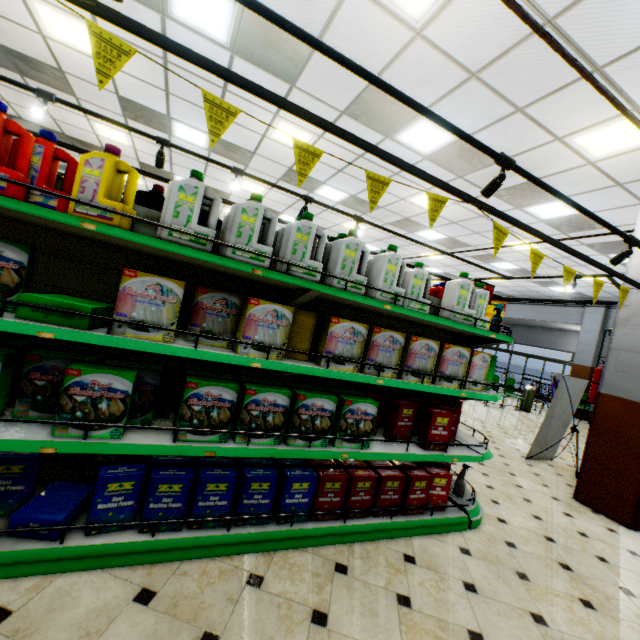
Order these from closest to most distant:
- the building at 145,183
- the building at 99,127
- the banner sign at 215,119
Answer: the banner sign at 215,119 → the building at 99,127 → the building at 145,183

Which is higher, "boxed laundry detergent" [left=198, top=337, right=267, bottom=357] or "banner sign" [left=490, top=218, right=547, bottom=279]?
"banner sign" [left=490, top=218, right=547, bottom=279]

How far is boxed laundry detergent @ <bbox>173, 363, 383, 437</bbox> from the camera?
2.1m

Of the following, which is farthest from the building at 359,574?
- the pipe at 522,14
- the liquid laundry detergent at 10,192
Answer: the liquid laundry detergent at 10,192

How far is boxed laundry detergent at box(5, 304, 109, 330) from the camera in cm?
169

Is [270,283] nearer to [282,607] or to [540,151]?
[282,607]

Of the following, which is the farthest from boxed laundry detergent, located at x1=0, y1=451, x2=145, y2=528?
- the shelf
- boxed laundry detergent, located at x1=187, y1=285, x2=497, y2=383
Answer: boxed laundry detergent, located at x1=187, y1=285, x2=497, y2=383

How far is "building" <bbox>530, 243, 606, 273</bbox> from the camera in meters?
8.9
